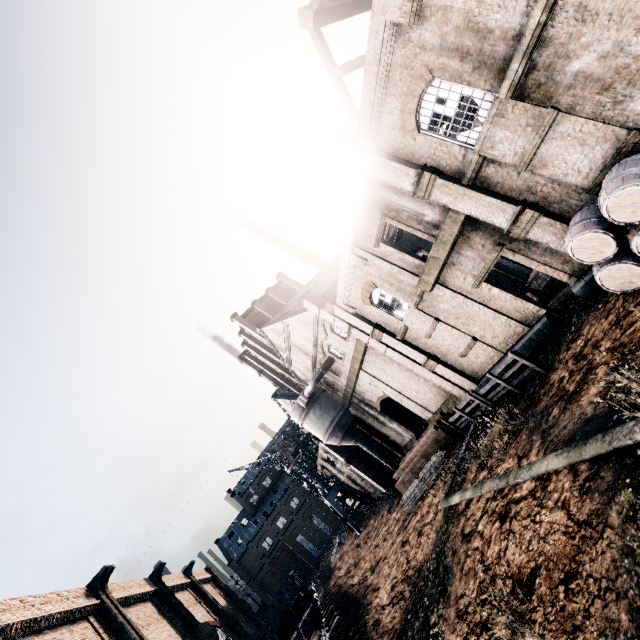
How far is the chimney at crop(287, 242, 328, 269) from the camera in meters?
53.7 m

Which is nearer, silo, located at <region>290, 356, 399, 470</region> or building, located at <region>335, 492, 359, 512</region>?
silo, located at <region>290, 356, 399, 470</region>

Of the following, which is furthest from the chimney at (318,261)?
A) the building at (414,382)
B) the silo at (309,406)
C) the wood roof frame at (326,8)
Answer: the wood roof frame at (326,8)

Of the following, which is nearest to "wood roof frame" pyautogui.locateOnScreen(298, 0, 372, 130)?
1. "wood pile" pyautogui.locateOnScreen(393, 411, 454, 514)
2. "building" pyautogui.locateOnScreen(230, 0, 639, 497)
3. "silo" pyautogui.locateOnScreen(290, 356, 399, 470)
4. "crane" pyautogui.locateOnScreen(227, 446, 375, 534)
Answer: "building" pyautogui.locateOnScreen(230, 0, 639, 497)

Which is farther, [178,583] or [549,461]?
[178,583]

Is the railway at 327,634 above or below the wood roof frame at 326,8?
below

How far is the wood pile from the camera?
22.5m

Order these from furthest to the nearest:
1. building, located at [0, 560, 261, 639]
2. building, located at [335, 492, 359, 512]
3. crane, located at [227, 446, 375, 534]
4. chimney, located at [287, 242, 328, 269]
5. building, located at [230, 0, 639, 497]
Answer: chimney, located at [287, 242, 328, 269] → building, located at [335, 492, 359, 512] → crane, located at [227, 446, 375, 534] → building, located at [0, 560, 261, 639] → building, located at [230, 0, 639, 497]
